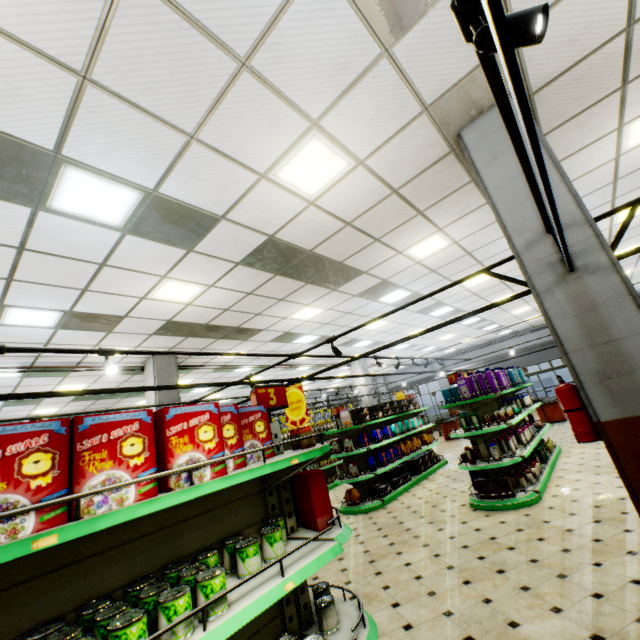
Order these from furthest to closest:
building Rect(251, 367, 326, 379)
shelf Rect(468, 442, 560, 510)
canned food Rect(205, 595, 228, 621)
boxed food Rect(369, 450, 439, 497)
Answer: building Rect(251, 367, 326, 379), boxed food Rect(369, 450, 439, 497), shelf Rect(468, 442, 560, 510), canned food Rect(205, 595, 228, 621)

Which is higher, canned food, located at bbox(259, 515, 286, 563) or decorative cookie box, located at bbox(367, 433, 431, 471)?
canned food, located at bbox(259, 515, 286, 563)

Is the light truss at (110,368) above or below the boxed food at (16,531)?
above

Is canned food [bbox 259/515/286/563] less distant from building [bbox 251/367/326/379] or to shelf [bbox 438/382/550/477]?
building [bbox 251/367/326/379]

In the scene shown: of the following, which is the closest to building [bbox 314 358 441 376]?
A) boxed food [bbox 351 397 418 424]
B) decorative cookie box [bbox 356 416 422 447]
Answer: decorative cookie box [bbox 356 416 422 447]

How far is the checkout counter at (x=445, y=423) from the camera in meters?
Answer: 16.3

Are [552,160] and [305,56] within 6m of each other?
yes

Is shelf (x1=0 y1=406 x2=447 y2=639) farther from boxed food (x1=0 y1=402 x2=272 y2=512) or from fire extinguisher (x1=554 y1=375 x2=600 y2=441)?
fire extinguisher (x1=554 y1=375 x2=600 y2=441)
